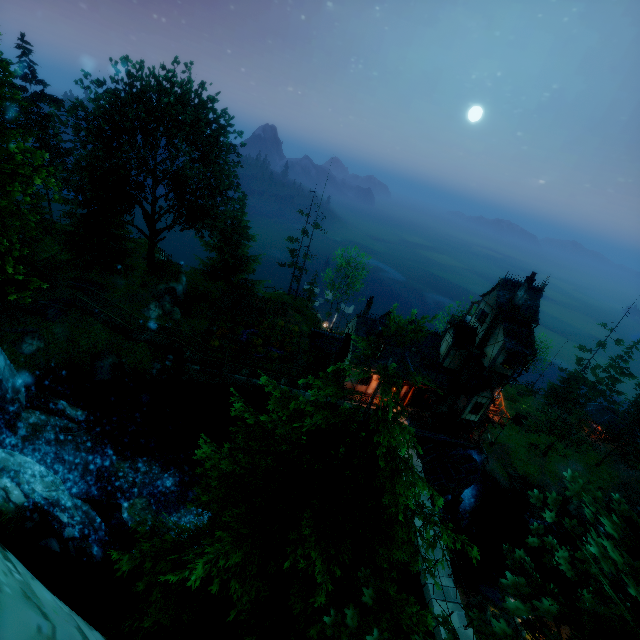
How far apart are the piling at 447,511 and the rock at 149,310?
33.0 meters

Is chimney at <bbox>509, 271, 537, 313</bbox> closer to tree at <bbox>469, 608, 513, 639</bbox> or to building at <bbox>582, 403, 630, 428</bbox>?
tree at <bbox>469, 608, 513, 639</bbox>

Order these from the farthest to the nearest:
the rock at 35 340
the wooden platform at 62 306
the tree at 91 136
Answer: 1. the wooden platform at 62 306
2. the rock at 35 340
3. the tree at 91 136

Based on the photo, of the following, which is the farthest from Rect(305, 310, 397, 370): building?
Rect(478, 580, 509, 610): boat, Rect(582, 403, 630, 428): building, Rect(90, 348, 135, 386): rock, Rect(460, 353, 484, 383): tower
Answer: Rect(582, 403, 630, 428): building

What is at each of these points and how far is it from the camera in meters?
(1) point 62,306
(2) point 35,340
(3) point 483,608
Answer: A:
(1) wooden platform, 24.9 m
(2) rock, 22.5 m
(3) rock, 21.0 m

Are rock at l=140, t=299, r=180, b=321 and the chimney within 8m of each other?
no

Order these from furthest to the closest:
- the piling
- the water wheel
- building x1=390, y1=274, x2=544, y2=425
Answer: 1. the piling
2. the water wheel
3. building x1=390, y1=274, x2=544, y2=425

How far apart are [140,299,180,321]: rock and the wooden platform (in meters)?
4.76
